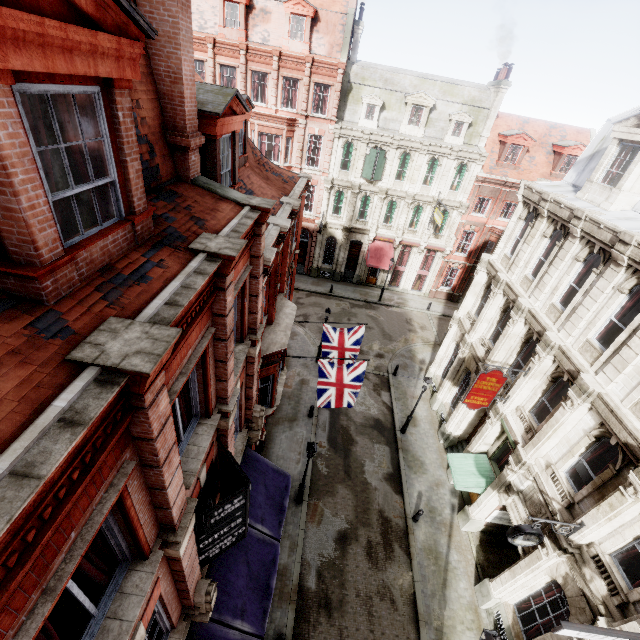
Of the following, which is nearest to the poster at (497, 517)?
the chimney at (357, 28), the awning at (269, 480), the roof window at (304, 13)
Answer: the awning at (269, 480)

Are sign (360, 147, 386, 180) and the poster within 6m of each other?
no

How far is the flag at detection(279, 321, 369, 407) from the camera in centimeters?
1225cm

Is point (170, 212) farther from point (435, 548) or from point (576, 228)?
point (435, 548)

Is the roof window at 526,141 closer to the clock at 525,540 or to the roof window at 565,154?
the roof window at 565,154

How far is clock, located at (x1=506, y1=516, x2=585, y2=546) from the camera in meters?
9.6

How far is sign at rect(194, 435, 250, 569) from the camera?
6.55m

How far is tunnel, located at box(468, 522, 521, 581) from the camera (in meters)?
14.49
